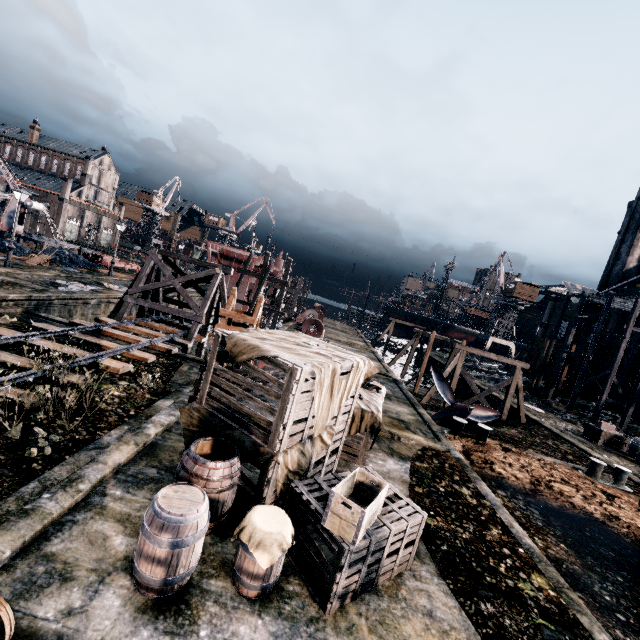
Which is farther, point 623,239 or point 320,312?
point 320,312

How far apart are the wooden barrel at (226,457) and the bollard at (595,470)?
19.1m

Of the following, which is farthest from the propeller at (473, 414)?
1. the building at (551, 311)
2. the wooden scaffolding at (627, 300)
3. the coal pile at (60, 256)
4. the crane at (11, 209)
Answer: the crane at (11, 209)

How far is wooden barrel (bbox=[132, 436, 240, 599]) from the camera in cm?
453

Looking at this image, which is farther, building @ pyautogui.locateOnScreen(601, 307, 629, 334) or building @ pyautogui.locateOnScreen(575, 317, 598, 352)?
building @ pyautogui.locateOnScreen(575, 317, 598, 352)

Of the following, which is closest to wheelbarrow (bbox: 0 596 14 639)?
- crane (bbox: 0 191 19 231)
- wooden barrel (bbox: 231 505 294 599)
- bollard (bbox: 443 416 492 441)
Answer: wooden barrel (bbox: 231 505 294 599)

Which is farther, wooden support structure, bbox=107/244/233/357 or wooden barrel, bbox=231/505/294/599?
wooden support structure, bbox=107/244/233/357

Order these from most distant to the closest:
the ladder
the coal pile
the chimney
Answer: the chimney, the coal pile, the ladder
